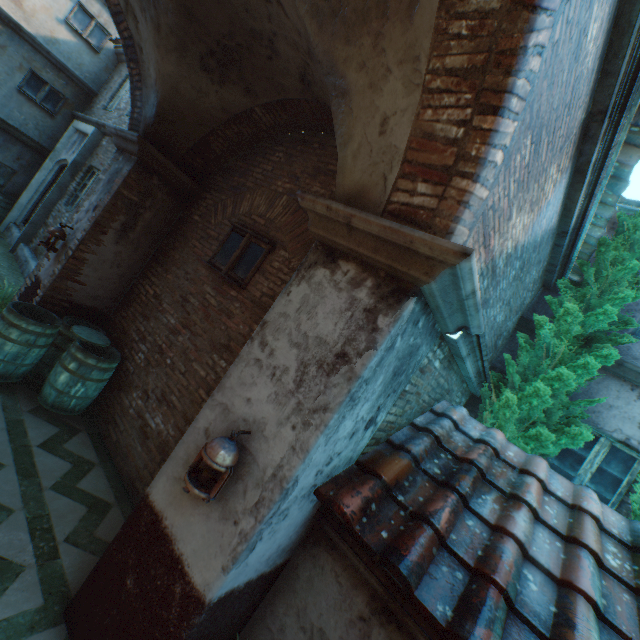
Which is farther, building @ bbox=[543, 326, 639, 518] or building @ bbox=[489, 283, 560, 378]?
building @ bbox=[489, 283, 560, 378]

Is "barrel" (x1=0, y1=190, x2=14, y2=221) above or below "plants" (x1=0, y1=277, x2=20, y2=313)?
above

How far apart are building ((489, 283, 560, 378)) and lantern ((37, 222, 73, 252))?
7.7 meters

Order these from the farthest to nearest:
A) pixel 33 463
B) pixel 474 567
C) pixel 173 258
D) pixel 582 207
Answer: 1. pixel 173 258
2. pixel 582 207
3. pixel 33 463
4. pixel 474 567

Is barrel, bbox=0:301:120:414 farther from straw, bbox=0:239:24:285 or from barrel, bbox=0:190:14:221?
barrel, bbox=0:190:14:221

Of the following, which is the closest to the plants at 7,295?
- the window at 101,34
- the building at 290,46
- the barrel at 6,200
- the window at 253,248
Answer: the building at 290,46

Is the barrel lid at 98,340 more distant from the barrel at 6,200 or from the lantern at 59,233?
the barrel at 6,200

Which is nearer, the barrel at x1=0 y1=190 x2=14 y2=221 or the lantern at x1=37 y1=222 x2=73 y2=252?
the lantern at x1=37 y1=222 x2=73 y2=252
